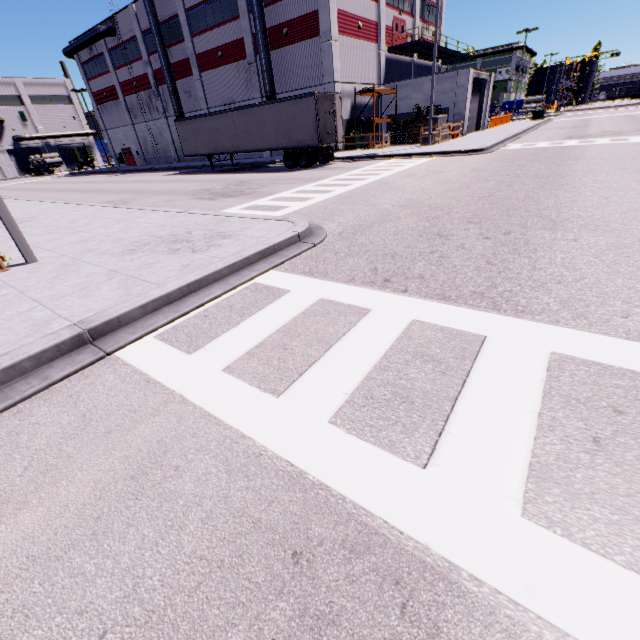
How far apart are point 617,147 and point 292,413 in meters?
20.6 m

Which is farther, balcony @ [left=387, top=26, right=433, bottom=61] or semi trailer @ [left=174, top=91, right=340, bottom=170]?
balcony @ [left=387, top=26, right=433, bottom=61]

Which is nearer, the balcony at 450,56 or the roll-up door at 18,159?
the balcony at 450,56

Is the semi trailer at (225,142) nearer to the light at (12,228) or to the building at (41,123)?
the building at (41,123)

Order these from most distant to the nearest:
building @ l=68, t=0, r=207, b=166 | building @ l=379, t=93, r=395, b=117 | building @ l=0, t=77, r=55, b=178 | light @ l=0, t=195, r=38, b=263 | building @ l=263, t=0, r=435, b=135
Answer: building @ l=0, t=77, r=55, b=178, building @ l=68, t=0, r=207, b=166, building @ l=379, t=93, r=395, b=117, building @ l=263, t=0, r=435, b=135, light @ l=0, t=195, r=38, b=263

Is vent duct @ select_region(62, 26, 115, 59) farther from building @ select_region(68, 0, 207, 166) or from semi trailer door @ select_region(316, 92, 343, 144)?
semi trailer door @ select_region(316, 92, 343, 144)

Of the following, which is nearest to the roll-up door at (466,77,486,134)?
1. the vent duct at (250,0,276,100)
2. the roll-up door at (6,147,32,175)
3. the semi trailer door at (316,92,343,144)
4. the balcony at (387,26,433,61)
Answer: the balcony at (387,26,433,61)

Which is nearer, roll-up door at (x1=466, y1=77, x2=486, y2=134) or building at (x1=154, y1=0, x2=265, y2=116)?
building at (x1=154, y1=0, x2=265, y2=116)
